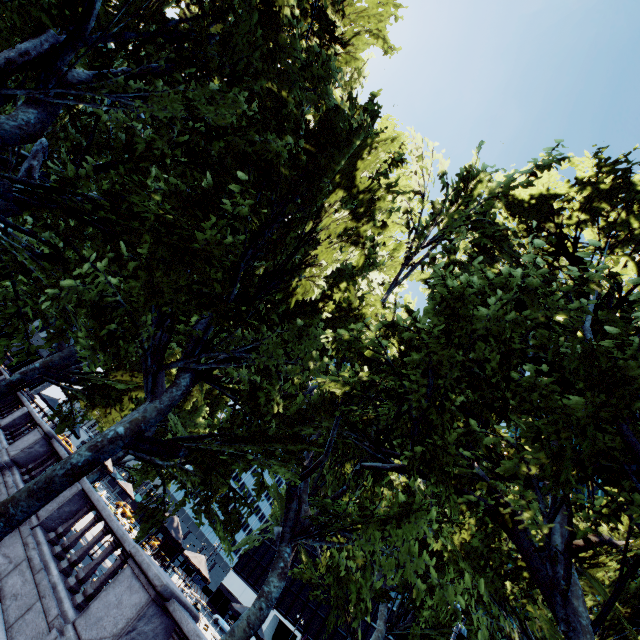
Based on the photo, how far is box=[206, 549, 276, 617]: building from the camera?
54.25m

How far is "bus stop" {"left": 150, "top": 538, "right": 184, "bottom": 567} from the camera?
33.9m

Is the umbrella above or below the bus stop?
above

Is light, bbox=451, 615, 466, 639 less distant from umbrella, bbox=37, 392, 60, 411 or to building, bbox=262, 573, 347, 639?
umbrella, bbox=37, 392, 60, 411

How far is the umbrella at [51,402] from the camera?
27.65m

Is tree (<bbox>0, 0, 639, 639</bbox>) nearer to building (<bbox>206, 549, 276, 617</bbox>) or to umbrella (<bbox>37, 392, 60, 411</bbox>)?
umbrella (<bbox>37, 392, 60, 411</bbox>)

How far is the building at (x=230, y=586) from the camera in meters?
54.2

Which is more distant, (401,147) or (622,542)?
(401,147)
